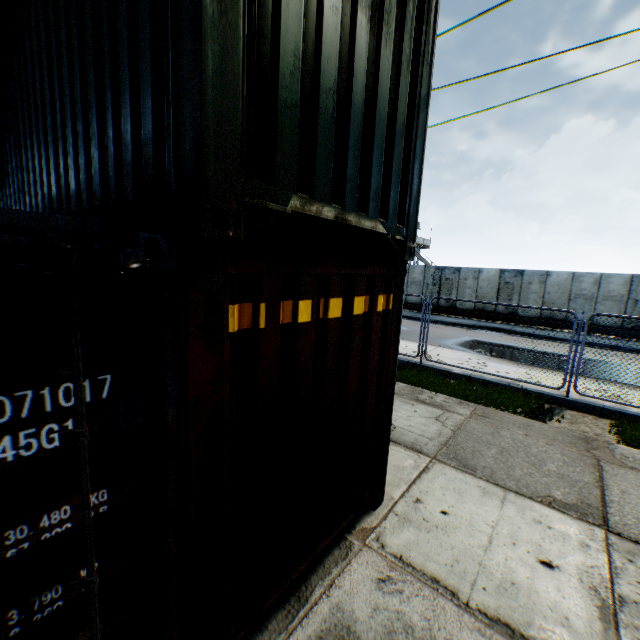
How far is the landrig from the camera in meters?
33.3

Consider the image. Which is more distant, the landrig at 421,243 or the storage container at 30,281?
the landrig at 421,243

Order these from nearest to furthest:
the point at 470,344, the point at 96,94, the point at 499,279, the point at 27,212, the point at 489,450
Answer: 1. the point at 27,212
2. the point at 96,94
3. the point at 489,450
4. the point at 470,344
5. the point at 499,279

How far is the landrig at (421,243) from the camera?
33.3 meters

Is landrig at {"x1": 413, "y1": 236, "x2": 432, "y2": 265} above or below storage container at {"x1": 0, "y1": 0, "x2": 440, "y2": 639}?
above

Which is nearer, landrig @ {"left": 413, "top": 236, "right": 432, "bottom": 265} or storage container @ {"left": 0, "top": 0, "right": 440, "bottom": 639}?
storage container @ {"left": 0, "top": 0, "right": 440, "bottom": 639}
